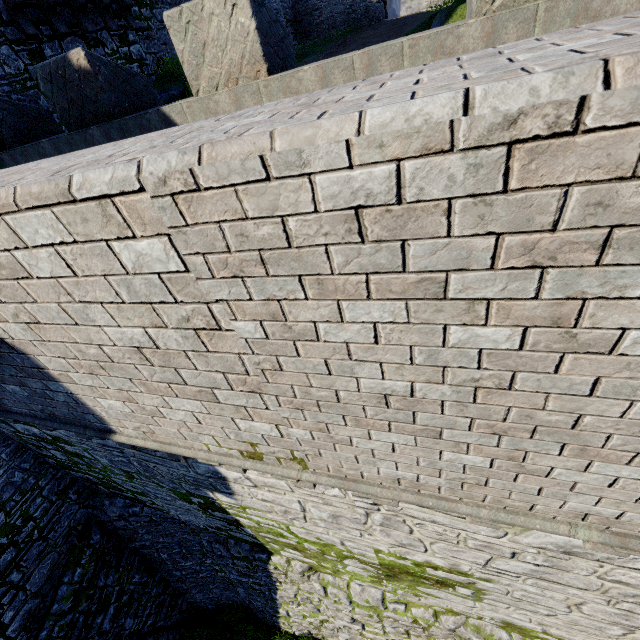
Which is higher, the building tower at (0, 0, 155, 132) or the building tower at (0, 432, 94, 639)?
the building tower at (0, 0, 155, 132)

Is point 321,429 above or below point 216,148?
below

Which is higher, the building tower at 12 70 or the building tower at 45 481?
the building tower at 12 70
